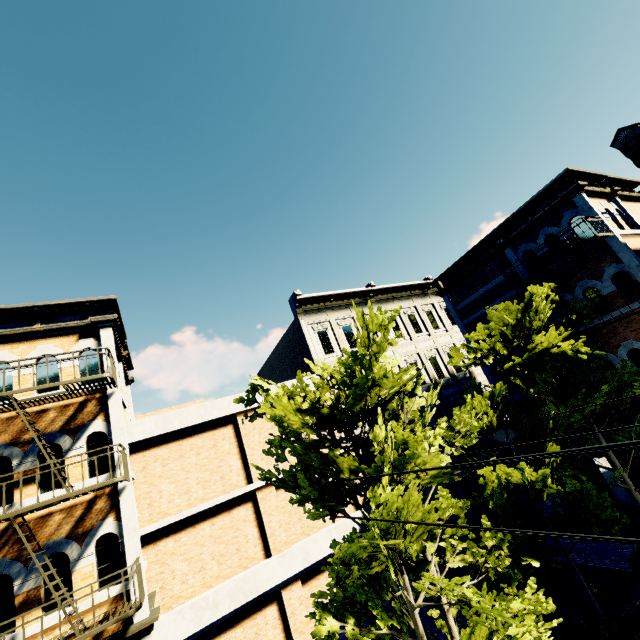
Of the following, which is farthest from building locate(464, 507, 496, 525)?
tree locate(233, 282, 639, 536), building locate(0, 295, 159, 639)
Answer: building locate(0, 295, 159, 639)

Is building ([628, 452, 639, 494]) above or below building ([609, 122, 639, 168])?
below

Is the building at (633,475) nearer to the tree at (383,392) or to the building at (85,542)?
the tree at (383,392)

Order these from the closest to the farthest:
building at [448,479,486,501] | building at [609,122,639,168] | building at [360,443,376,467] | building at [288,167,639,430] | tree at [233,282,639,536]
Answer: tree at [233,282,639,536], building at [609,122,639,168], building at [288,167,639,430], building at [360,443,376,467], building at [448,479,486,501]

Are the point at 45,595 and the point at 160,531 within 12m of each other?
yes

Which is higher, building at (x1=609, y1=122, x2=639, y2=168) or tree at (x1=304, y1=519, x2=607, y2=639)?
building at (x1=609, y1=122, x2=639, y2=168)

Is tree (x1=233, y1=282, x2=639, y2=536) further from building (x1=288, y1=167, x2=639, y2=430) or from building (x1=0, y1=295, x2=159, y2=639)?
building (x1=0, y1=295, x2=159, y2=639)
